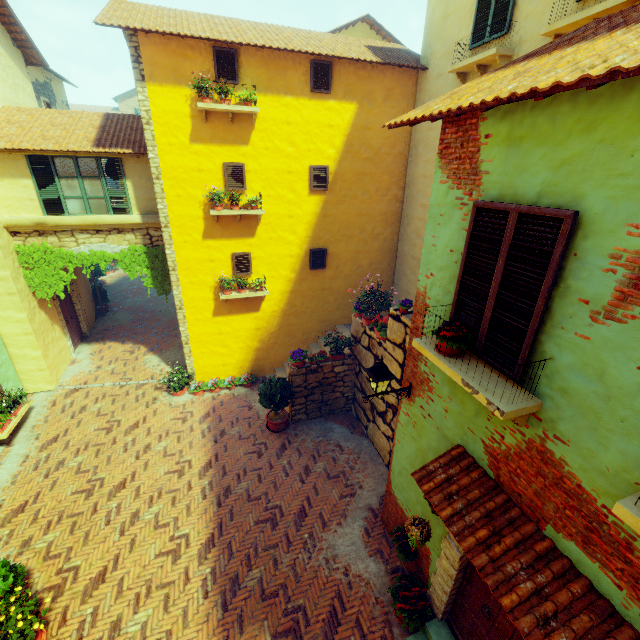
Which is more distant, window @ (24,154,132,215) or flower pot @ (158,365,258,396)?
flower pot @ (158,365,258,396)

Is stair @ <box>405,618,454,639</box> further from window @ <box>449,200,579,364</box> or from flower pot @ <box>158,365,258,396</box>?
flower pot @ <box>158,365,258,396</box>

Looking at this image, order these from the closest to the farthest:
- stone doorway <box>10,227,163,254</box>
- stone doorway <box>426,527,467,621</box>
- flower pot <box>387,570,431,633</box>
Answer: stone doorway <box>426,527,467,621</box> < flower pot <box>387,570,431,633</box> < stone doorway <box>10,227,163,254</box>

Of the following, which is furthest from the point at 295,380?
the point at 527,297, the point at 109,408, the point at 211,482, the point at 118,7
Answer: the point at 118,7

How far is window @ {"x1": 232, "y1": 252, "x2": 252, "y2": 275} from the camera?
9.9 meters

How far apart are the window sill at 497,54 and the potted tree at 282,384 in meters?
8.9 m

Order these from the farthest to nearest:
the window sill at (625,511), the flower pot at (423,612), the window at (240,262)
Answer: the window at (240,262), the flower pot at (423,612), the window sill at (625,511)

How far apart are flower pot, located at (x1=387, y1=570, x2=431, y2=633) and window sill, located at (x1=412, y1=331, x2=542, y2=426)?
4.1 meters
